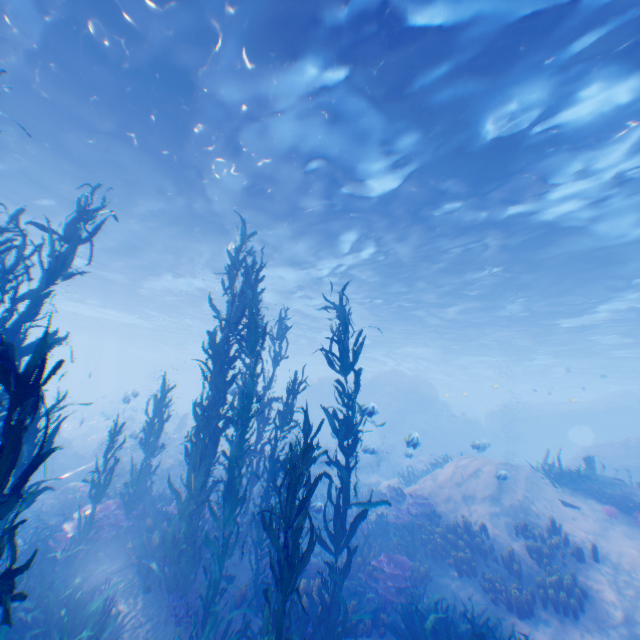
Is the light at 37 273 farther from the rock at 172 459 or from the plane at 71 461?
the plane at 71 461

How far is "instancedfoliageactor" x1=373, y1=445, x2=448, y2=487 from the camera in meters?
15.9 m

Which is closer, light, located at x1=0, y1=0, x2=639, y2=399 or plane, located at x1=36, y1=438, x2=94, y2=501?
light, located at x1=0, y1=0, x2=639, y2=399

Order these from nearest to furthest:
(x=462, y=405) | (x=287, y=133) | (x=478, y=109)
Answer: (x=478, y=109)
(x=287, y=133)
(x=462, y=405)

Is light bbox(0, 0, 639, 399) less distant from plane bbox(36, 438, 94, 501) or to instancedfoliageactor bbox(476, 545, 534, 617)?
instancedfoliageactor bbox(476, 545, 534, 617)

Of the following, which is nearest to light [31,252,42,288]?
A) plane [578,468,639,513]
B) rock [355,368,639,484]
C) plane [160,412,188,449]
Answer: rock [355,368,639,484]

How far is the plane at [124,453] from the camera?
16.64m

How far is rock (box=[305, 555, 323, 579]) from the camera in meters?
8.4
